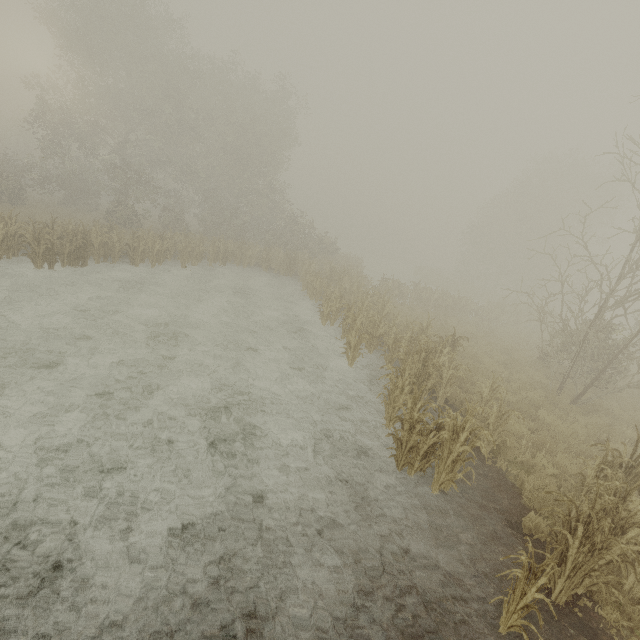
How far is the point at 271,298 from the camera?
17.20m
